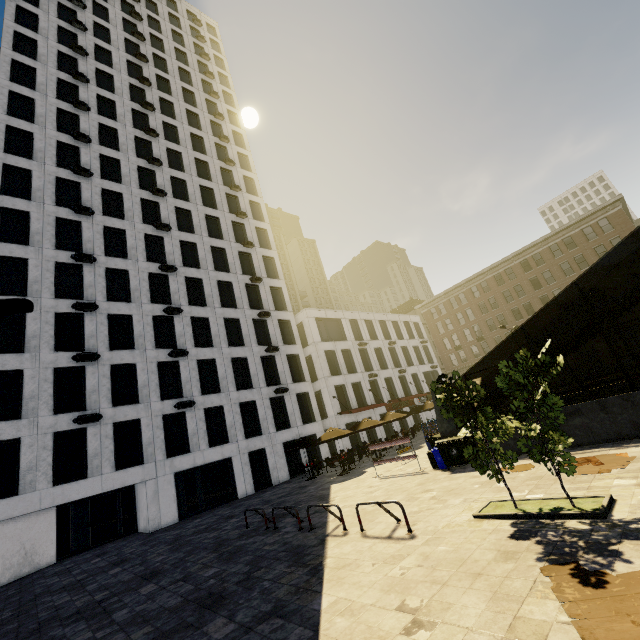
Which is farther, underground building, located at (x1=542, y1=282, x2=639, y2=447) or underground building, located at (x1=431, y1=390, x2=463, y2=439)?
underground building, located at (x1=431, y1=390, x2=463, y2=439)

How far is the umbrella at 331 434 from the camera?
20.5 meters

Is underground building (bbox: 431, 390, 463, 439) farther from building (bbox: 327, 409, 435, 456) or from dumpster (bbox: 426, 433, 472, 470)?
building (bbox: 327, 409, 435, 456)

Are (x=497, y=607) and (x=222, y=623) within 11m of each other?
yes

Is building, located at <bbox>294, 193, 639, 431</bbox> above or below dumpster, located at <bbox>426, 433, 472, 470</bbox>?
above

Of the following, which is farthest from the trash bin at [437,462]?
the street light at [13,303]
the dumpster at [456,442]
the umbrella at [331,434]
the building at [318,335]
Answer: the building at [318,335]

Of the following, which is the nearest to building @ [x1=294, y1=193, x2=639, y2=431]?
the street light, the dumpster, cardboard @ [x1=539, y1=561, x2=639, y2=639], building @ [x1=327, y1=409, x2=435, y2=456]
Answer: building @ [x1=327, y1=409, x2=435, y2=456]

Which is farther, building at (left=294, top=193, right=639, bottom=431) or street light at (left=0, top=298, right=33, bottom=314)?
building at (left=294, top=193, right=639, bottom=431)
